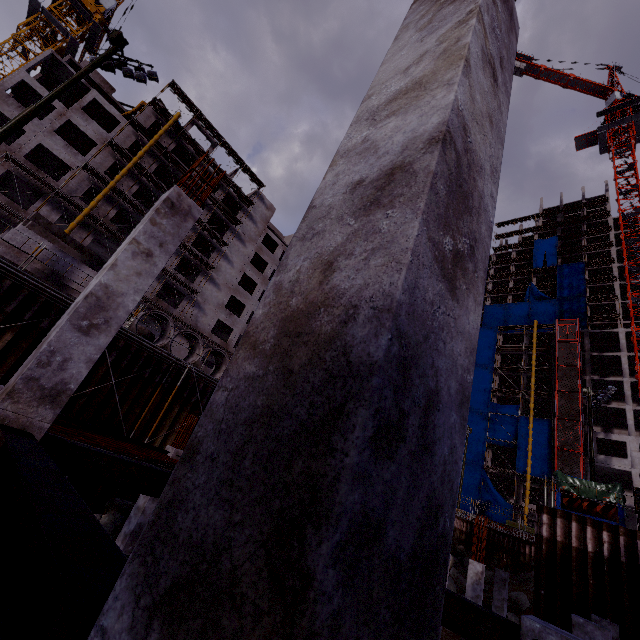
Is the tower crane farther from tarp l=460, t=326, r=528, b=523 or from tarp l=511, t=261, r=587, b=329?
tarp l=511, t=261, r=587, b=329

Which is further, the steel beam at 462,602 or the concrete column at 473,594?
the concrete column at 473,594

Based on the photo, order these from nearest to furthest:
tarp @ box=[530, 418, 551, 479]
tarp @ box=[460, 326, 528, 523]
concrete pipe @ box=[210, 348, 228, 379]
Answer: concrete pipe @ box=[210, 348, 228, 379]
tarp @ box=[530, 418, 551, 479]
tarp @ box=[460, 326, 528, 523]

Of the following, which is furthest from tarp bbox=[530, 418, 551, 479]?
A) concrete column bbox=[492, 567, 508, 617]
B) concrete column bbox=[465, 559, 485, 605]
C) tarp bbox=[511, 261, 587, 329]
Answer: concrete column bbox=[465, 559, 485, 605]

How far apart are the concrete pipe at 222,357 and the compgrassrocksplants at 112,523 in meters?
5.7

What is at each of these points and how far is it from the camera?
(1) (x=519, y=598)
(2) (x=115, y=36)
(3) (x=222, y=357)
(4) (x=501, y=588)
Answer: (1) compgrassrocksplants, 25.5m
(2) electrical box, 14.0m
(3) concrete pipe, 17.4m
(4) concrete column, 18.4m

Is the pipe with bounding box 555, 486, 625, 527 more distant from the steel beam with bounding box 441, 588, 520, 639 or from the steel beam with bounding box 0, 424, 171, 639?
the steel beam with bounding box 0, 424, 171, 639

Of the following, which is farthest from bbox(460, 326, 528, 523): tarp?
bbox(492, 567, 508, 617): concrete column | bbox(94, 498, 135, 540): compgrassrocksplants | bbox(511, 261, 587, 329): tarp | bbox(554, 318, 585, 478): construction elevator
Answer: bbox(94, 498, 135, 540): compgrassrocksplants
